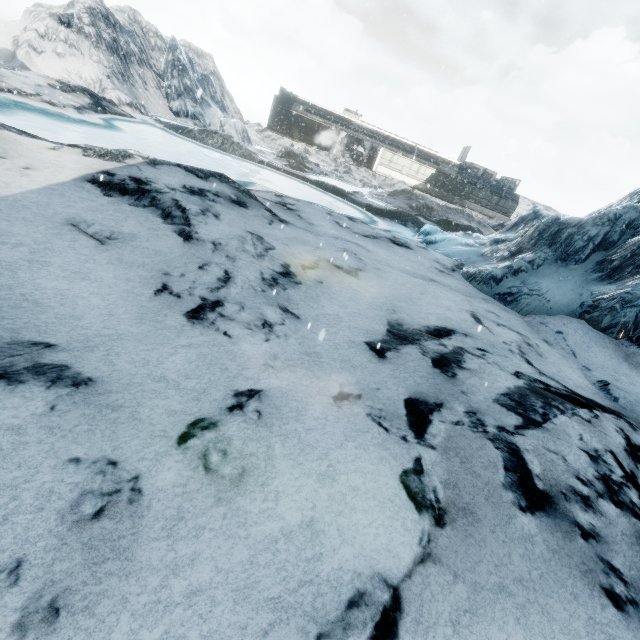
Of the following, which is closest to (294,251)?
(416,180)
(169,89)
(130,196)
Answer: (130,196)
